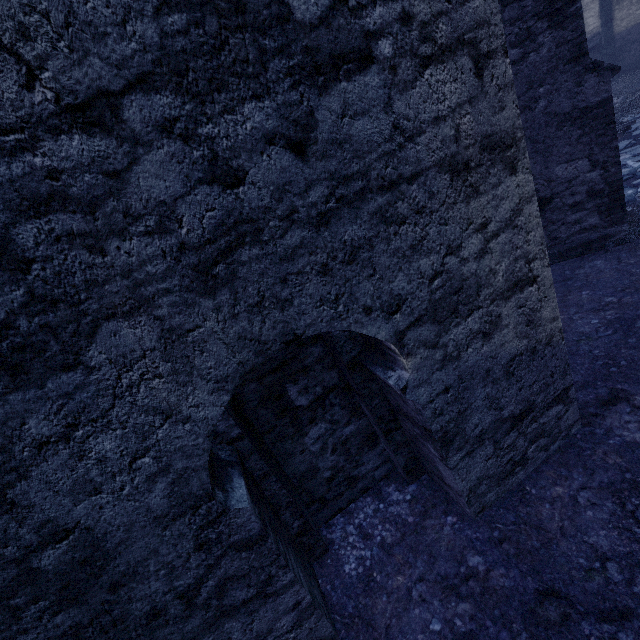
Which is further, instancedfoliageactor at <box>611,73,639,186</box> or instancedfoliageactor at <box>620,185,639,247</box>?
instancedfoliageactor at <box>611,73,639,186</box>

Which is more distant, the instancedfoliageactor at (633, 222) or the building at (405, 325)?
the instancedfoliageactor at (633, 222)

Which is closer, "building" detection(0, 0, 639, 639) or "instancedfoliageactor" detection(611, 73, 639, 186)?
"building" detection(0, 0, 639, 639)

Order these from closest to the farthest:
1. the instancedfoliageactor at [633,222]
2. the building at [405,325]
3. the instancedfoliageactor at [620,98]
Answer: the building at [405,325] < the instancedfoliageactor at [633,222] < the instancedfoliageactor at [620,98]

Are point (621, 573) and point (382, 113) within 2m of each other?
no

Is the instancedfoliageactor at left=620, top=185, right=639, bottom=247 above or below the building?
below

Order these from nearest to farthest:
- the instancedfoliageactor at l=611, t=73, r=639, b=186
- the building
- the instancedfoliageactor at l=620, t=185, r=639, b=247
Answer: the building, the instancedfoliageactor at l=620, t=185, r=639, b=247, the instancedfoliageactor at l=611, t=73, r=639, b=186
